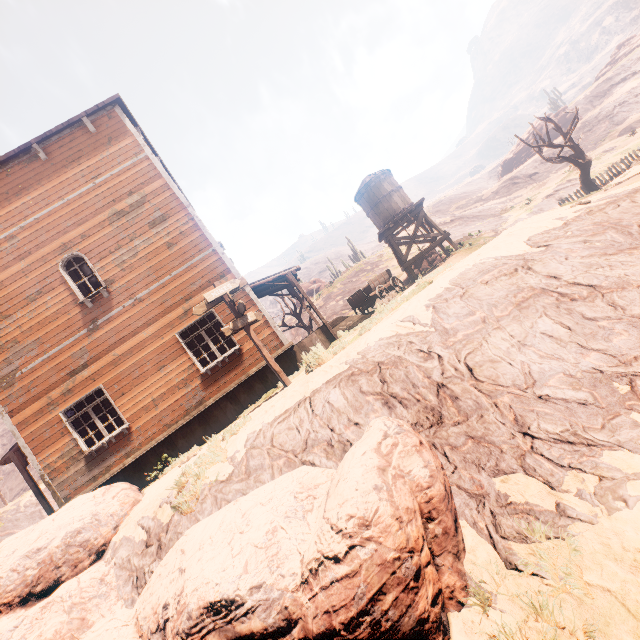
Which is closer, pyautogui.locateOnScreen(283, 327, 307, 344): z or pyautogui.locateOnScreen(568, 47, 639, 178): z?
pyautogui.locateOnScreen(568, 47, 639, 178): z

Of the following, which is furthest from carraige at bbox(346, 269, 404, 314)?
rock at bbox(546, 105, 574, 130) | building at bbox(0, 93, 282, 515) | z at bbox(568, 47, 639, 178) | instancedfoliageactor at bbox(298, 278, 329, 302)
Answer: rock at bbox(546, 105, 574, 130)

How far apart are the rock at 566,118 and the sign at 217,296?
64.1m

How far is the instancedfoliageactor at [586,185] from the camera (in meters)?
19.28

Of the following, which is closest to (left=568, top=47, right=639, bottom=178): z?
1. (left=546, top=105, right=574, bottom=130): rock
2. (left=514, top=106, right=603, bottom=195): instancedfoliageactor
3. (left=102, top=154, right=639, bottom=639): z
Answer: (left=546, top=105, right=574, bottom=130): rock

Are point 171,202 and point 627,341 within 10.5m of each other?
no

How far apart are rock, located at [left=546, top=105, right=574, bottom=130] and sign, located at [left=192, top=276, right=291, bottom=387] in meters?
64.1 m

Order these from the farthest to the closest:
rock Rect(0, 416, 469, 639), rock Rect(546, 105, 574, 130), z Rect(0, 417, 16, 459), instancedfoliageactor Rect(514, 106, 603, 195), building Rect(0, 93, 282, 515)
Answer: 1. z Rect(0, 417, 16, 459)
2. rock Rect(546, 105, 574, 130)
3. instancedfoliageactor Rect(514, 106, 603, 195)
4. building Rect(0, 93, 282, 515)
5. rock Rect(0, 416, 469, 639)
